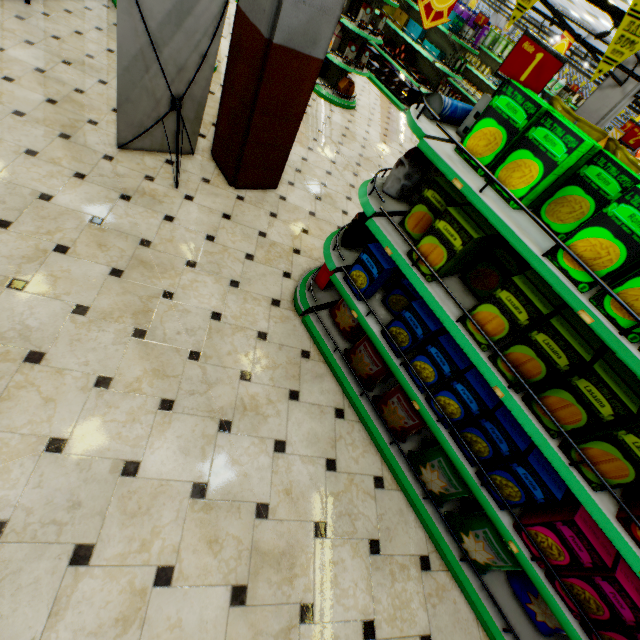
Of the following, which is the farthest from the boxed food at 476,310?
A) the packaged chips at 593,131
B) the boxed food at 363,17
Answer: the boxed food at 363,17

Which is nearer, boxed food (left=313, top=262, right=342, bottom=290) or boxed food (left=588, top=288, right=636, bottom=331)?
boxed food (left=588, top=288, right=636, bottom=331)

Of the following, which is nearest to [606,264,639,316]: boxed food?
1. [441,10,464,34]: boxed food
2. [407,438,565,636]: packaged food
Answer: [407,438,565,636]: packaged food

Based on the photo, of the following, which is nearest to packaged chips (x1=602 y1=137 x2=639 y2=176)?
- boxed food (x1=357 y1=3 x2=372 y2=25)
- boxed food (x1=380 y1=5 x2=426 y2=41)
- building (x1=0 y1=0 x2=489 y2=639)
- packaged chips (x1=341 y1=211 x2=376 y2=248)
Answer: packaged chips (x1=341 y1=211 x2=376 y2=248)

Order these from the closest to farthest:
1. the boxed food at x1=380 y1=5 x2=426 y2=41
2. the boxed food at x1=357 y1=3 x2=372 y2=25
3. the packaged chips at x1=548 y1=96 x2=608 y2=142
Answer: the packaged chips at x1=548 y1=96 x2=608 y2=142 < the boxed food at x1=357 y1=3 x2=372 y2=25 < the boxed food at x1=380 y1=5 x2=426 y2=41

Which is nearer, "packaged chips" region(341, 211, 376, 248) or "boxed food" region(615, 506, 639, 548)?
"boxed food" region(615, 506, 639, 548)

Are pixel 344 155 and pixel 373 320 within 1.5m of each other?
no

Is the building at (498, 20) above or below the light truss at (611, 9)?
below
